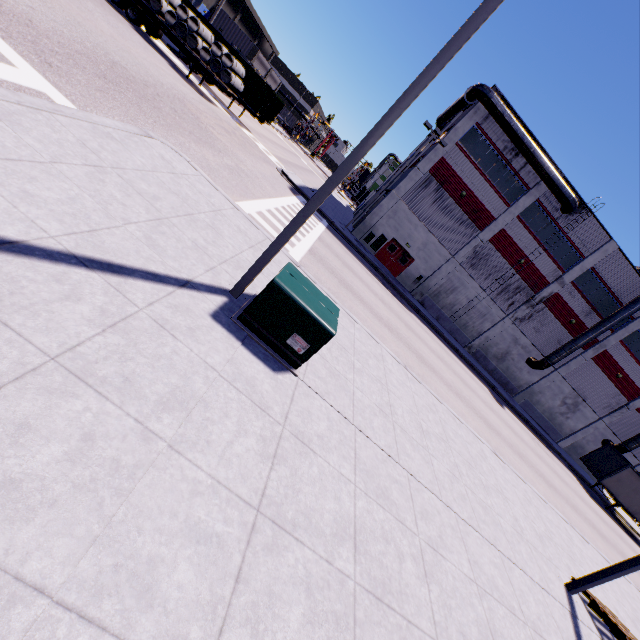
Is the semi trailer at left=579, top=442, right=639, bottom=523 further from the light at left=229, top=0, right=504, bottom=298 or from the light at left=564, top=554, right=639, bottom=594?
the light at left=229, top=0, right=504, bottom=298

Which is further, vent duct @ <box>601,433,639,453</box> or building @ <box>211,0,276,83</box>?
building @ <box>211,0,276,83</box>

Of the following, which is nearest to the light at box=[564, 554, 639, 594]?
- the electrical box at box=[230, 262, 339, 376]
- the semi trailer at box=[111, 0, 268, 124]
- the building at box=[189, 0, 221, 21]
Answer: the semi trailer at box=[111, 0, 268, 124]

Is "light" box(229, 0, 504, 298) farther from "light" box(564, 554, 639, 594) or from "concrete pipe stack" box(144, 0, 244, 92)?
"concrete pipe stack" box(144, 0, 244, 92)

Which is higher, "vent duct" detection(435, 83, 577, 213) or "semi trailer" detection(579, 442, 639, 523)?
"vent duct" detection(435, 83, 577, 213)

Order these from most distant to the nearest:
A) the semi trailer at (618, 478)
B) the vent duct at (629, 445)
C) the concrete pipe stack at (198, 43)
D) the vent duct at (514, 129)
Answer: the vent duct at (629, 445) → the semi trailer at (618, 478) → the vent duct at (514, 129) → the concrete pipe stack at (198, 43)

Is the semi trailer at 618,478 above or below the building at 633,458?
below

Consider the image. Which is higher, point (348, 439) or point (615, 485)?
point (615, 485)
